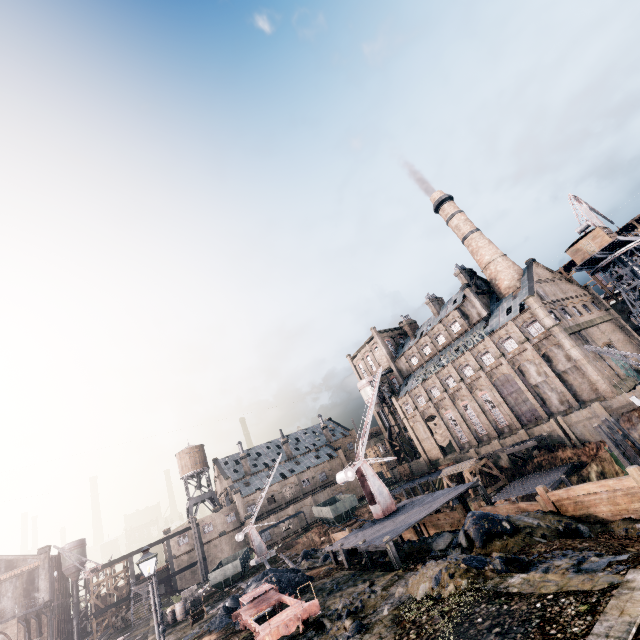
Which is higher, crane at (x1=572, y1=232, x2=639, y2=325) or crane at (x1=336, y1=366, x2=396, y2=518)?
crane at (x1=572, y1=232, x2=639, y2=325)

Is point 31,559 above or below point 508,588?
above

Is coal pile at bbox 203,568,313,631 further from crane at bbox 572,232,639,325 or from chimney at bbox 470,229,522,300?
crane at bbox 572,232,639,325

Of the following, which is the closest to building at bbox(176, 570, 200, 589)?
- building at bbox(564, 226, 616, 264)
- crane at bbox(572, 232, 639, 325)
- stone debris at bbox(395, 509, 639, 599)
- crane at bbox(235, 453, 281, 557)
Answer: crane at bbox(235, 453, 281, 557)

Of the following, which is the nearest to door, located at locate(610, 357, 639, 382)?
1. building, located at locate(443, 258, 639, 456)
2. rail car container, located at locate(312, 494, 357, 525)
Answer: building, located at locate(443, 258, 639, 456)

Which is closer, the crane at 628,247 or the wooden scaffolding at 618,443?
the wooden scaffolding at 618,443

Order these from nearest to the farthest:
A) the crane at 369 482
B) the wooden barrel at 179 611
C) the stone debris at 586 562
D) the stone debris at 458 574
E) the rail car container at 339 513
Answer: the stone debris at 586 562, the stone debris at 458 574, the crane at 369 482, the wooden barrel at 179 611, the rail car container at 339 513

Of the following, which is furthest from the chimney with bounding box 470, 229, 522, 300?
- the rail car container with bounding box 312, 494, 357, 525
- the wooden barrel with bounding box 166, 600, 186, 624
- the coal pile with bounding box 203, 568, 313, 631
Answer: the wooden barrel with bounding box 166, 600, 186, 624
